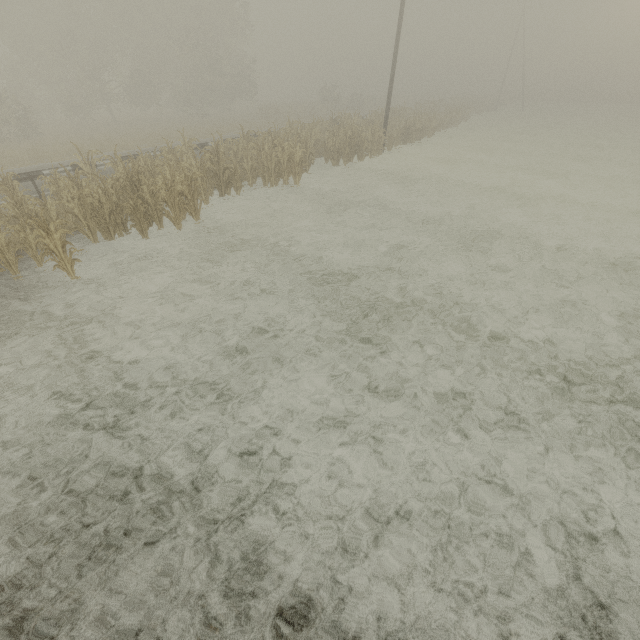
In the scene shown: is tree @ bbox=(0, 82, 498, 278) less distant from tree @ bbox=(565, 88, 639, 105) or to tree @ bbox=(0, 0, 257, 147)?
tree @ bbox=(0, 0, 257, 147)

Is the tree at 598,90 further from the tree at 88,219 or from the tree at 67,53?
the tree at 88,219

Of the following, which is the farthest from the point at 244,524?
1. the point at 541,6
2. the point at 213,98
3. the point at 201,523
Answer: the point at 541,6

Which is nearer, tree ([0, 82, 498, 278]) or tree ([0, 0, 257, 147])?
tree ([0, 82, 498, 278])

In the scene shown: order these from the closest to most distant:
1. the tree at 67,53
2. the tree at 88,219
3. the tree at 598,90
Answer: the tree at 88,219
the tree at 67,53
the tree at 598,90

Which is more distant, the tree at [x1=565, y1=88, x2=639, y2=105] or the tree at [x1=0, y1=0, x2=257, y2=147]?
the tree at [x1=565, y1=88, x2=639, y2=105]

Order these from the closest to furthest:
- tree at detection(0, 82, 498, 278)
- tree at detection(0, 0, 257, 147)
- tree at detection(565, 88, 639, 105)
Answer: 1. tree at detection(0, 82, 498, 278)
2. tree at detection(0, 0, 257, 147)
3. tree at detection(565, 88, 639, 105)
